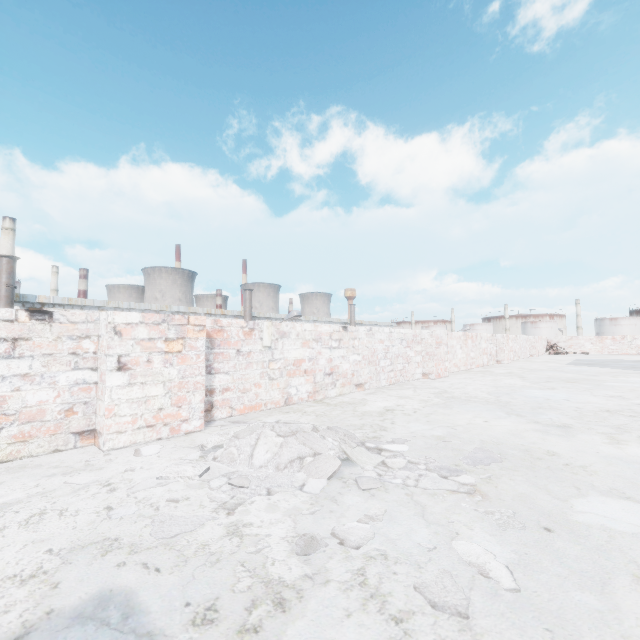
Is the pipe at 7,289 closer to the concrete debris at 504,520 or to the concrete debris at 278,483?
the concrete debris at 278,483

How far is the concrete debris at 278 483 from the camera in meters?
1.3

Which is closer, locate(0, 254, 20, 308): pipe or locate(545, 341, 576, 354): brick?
locate(545, 341, 576, 354): brick

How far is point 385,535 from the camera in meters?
1.0 m

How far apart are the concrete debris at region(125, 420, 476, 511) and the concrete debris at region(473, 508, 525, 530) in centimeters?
14cm

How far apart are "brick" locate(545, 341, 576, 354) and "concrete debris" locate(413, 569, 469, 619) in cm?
1530

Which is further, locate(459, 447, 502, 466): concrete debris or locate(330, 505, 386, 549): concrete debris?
locate(459, 447, 502, 466): concrete debris

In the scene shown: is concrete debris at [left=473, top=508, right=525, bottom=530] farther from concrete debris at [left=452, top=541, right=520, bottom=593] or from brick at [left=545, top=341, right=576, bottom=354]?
brick at [left=545, top=341, right=576, bottom=354]
